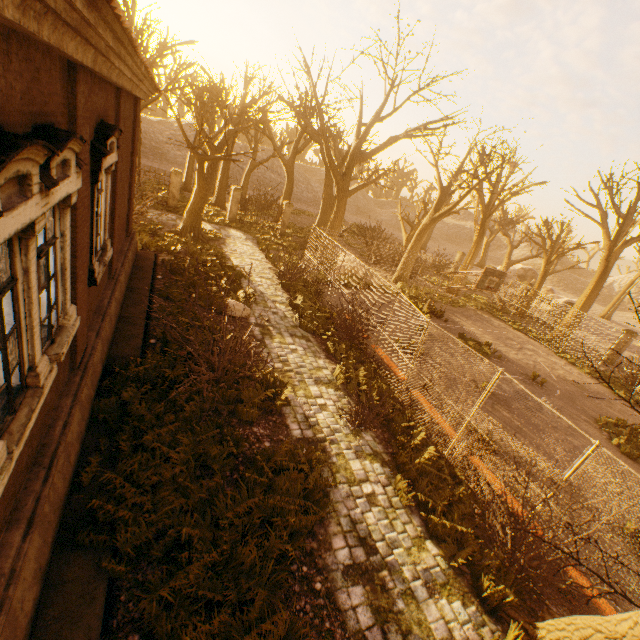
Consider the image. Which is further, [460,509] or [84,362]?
[460,509]

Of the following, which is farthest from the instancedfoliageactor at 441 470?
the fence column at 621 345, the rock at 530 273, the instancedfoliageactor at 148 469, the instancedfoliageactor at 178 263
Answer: the rock at 530 273

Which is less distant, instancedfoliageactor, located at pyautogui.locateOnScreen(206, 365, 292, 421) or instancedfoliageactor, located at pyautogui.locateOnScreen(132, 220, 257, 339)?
instancedfoliageactor, located at pyautogui.locateOnScreen(206, 365, 292, 421)

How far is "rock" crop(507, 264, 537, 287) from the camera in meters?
42.3

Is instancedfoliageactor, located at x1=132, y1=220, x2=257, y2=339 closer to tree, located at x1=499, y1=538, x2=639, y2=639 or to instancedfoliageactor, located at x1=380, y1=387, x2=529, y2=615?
tree, located at x1=499, y1=538, x2=639, y2=639

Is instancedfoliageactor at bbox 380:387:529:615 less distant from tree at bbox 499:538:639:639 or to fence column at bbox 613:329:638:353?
tree at bbox 499:538:639:639

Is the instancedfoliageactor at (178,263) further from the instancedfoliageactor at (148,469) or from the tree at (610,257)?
the tree at (610,257)

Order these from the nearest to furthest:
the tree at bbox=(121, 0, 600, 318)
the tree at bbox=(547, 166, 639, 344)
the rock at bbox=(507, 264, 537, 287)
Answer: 1. the tree at bbox=(121, 0, 600, 318)
2. the tree at bbox=(547, 166, 639, 344)
3. the rock at bbox=(507, 264, 537, 287)
